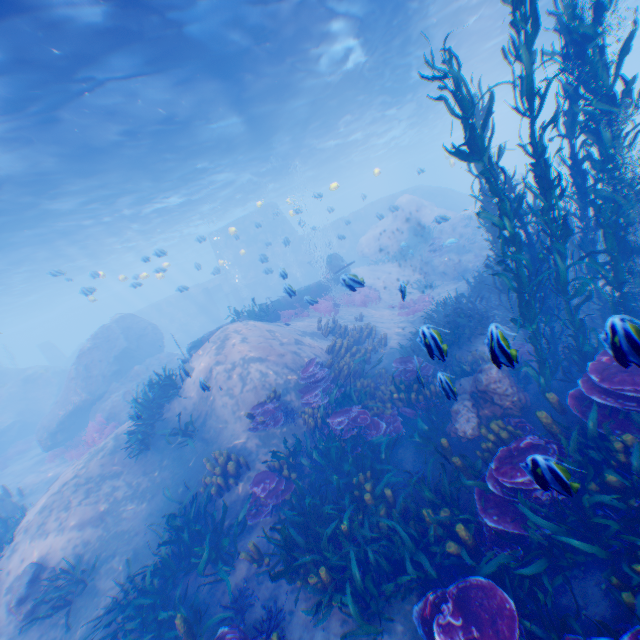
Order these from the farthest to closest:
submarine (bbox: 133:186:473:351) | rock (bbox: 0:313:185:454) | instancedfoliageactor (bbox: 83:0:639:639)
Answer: submarine (bbox: 133:186:473:351), rock (bbox: 0:313:185:454), instancedfoliageactor (bbox: 83:0:639:639)

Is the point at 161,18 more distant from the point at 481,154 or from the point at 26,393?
the point at 26,393

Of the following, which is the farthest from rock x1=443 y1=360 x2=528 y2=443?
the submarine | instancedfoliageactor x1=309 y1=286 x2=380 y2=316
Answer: instancedfoliageactor x1=309 y1=286 x2=380 y2=316

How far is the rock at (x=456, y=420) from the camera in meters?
7.2 m

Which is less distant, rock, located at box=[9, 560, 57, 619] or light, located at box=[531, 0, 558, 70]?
rock, located at box=[9, 560, 57, 619]

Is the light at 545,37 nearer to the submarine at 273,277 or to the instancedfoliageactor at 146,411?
the submarine at 273,277

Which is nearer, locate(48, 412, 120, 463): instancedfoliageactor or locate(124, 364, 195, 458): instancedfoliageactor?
locate(124, 364, 195, 458): instancedfoliageactor

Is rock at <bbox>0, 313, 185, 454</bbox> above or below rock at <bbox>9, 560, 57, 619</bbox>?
above
